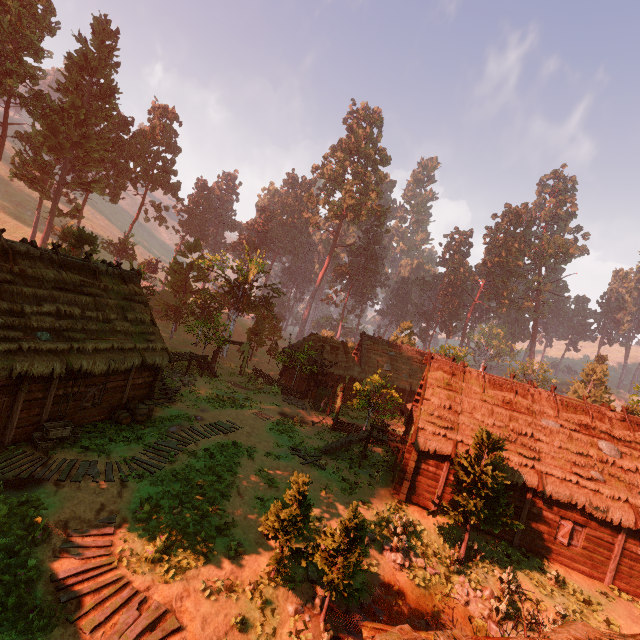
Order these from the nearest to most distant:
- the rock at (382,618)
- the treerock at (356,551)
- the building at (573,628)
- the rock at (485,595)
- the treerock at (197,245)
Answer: the building at (573,628) < the treerock at (356,551) < the rock at (382,618) < the rock at (485,595) < the treerock at (197,245)

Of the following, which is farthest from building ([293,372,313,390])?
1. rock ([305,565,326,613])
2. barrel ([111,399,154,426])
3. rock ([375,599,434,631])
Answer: rock ([375,599,434,631])

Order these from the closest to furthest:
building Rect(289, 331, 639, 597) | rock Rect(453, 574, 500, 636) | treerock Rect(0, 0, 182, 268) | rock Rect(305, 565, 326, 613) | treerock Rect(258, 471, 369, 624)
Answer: treerock Rect(258, 471, 369, 624) < rock Rect(305, 565, 326, 613) < rock Rect(453, 574, 500, 636) < building Rect(289, 331, 639, 597) < treerock Rect(0, 0, 182, 268)

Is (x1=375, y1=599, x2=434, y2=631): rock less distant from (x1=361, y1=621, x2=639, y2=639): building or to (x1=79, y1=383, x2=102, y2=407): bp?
(x1=361, y1=621, x2=639, y2=639): building

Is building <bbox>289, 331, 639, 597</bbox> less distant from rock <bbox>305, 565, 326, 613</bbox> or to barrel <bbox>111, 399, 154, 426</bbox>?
barrel <bbox>111, 399, 154, 426</bbox>

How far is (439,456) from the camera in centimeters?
1739cm

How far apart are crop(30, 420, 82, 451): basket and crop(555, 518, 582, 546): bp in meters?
23.0 m

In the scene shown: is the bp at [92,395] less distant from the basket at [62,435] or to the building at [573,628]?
the building at [573,628]
